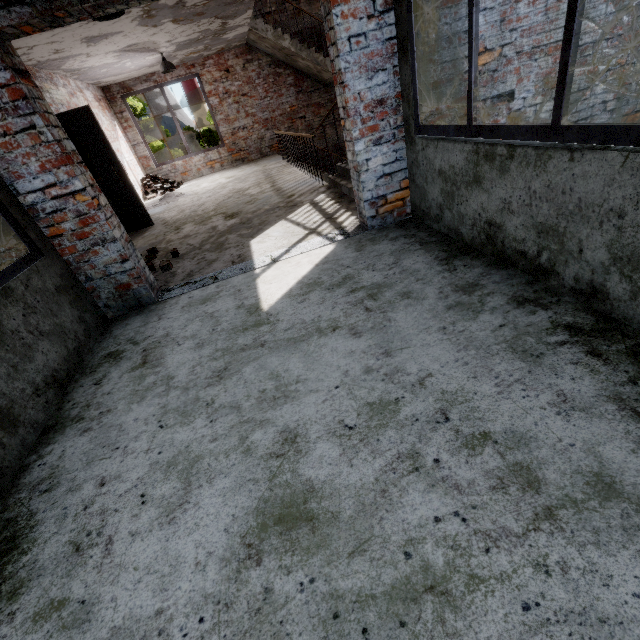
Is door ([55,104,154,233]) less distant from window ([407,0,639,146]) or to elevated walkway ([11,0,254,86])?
elevated walkway ([11,0,254,86])

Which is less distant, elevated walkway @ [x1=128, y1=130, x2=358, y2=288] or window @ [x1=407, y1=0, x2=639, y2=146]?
window @ [x1=407, y1=0, x2=639, y2=146]

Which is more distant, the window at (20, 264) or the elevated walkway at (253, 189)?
the elevated walkway at (253, 189)

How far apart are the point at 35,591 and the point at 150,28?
8.9m

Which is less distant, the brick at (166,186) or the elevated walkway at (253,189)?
the elevated walkway at (253,189)

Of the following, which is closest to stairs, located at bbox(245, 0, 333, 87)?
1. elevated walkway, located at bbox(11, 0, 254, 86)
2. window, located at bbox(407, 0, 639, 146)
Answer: elevated walkway, located at bbox(11, 0, 254, 86)

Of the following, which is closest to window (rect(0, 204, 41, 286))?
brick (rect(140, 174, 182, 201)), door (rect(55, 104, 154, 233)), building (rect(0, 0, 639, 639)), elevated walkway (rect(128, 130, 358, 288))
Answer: building (rect(0, 0, 639, 639))

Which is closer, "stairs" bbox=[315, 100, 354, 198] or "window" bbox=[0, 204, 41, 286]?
"window" bbox=[0, 204, 41, 286]
